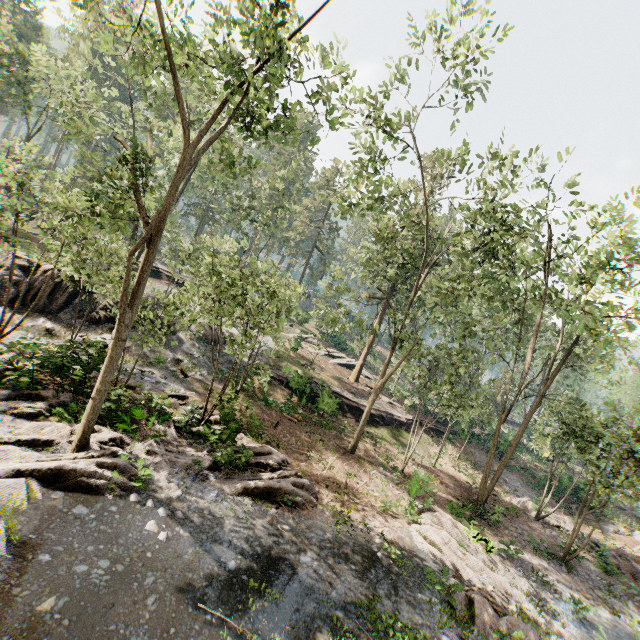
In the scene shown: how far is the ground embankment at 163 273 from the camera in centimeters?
3744cm

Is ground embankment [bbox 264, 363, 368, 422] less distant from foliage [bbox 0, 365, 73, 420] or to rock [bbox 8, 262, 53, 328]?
foliage [bbox 0, 365, 73, 420]

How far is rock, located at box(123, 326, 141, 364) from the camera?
20.00m

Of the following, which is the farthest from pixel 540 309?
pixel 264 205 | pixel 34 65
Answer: pixel 34 65

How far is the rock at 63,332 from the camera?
18.34m

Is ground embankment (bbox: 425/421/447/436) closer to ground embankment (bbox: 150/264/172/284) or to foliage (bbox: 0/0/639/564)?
foliage (bbox: 0/0/639/564)

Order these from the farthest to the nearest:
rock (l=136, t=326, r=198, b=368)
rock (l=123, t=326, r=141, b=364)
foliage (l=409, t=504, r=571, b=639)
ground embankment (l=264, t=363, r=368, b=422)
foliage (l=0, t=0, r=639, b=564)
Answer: ground embankment (l=264, t=363, r=368, b=422), rock (l=136, t=326, r=198, b=368), rock (l=123, t=326, r=141, b=364), foliage (l=409, t=504, r=571, b=639), foliage (l=0, t=0, r=639, b=564)
